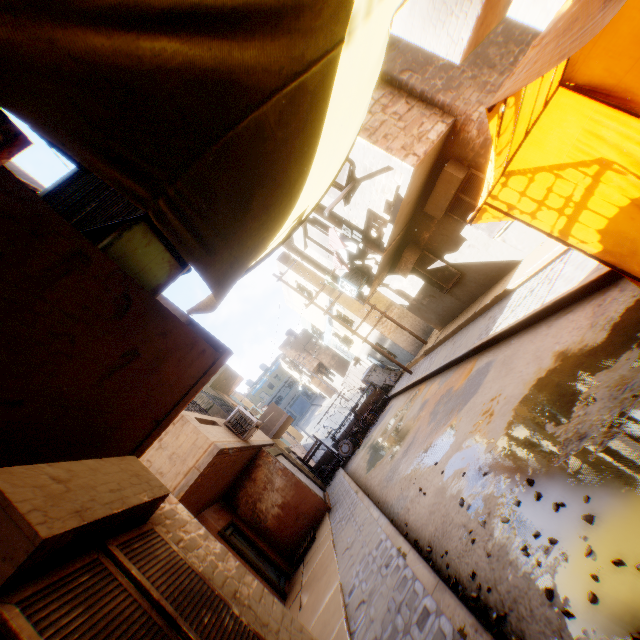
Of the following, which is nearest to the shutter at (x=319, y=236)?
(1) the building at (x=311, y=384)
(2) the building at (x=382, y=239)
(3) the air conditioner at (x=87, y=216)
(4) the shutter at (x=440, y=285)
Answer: A: (2) the building at (x=382, y=239)

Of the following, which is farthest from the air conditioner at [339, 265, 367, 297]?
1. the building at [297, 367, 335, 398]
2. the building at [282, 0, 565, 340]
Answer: the building at [297, 367, 335, 398]

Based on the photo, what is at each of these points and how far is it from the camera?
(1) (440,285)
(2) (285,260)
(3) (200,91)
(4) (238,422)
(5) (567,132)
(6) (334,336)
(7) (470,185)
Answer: (1) shutter, 12.42m
(2) building, 19.48m
(3) tent, 2.22m
(4) air conditioner, 9.92m
(5) tent, 4.54m
(6) building, 24.16m
(7) shutter, 8.39m

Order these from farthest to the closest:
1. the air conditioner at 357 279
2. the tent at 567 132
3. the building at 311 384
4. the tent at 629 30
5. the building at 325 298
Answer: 1. the building at 311 384
2. the building at 325 298
3. the air conditioner at 357 279
4. the tent at 567 132
5. the tent at 629 30

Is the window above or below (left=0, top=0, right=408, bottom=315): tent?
below

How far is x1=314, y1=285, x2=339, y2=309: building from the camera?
18.7 meters

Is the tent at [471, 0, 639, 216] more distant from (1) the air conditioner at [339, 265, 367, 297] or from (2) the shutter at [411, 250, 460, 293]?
(1) the air conditioner at [339, 265, 367, 297]

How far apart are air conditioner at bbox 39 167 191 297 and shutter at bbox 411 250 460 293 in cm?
986
